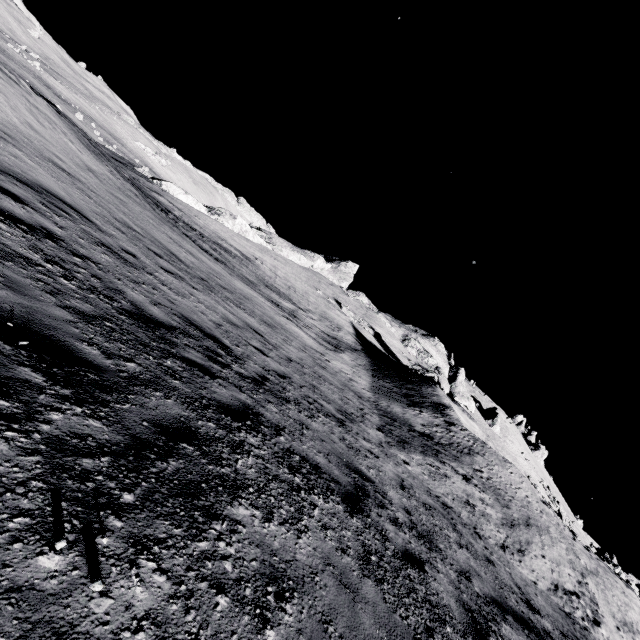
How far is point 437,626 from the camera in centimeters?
340cm

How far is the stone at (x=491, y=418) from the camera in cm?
4859

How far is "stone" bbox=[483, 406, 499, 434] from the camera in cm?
4859
